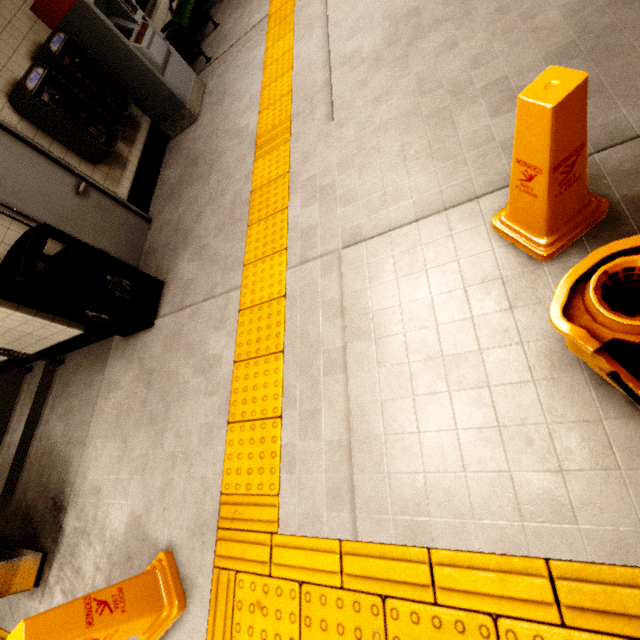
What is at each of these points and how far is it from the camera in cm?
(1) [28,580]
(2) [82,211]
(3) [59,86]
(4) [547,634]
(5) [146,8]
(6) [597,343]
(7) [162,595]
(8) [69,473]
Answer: (1) ticket barrier, 277
(2) door, 366
(3) payphone, 355
(4) groundtactileadastrip, 117
(5) sign, 530
(6) mop bucket, 102
(7) wet floor cone, 199
(8) building, 321

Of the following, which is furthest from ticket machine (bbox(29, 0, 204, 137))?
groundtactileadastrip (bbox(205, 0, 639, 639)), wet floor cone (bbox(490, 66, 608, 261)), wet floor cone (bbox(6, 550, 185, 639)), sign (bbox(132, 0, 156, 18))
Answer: wet floor cone (bbox(6, 550, 185, 639))

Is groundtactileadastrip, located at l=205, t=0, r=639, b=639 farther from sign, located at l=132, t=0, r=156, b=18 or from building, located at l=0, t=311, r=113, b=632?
sign, located at l=132, t=0, r=156, b=18

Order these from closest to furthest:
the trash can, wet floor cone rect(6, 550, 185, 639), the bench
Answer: wet floor cone rect(6, 550, 185, 639) → the trash can → the bench

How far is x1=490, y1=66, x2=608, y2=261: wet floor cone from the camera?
1.10m

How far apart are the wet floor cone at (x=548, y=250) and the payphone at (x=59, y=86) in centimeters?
423cm

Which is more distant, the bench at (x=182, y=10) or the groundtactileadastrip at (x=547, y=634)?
the bench at (x=182, y=10)

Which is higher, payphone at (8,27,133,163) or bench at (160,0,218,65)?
payphone at (8,27,133,163)
